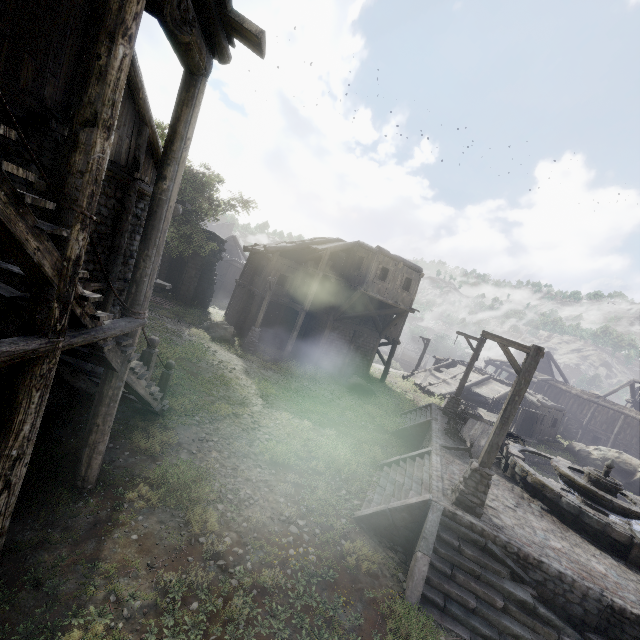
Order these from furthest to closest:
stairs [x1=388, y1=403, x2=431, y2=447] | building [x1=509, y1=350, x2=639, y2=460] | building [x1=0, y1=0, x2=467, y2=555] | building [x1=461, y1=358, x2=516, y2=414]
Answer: building [x1=461, y1=358, x2=516, y2=414], building [x1=509, y1=350, x2=639, y2=460], stairs [x1=388, y1=403, x2=431, y2=447], building [x1=0, y1=0, x2=467, y2=555]

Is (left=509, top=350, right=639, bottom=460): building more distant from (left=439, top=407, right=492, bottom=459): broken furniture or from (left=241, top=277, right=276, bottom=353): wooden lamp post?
(left=439, top=407, right=492, bottom=459): broken furniture

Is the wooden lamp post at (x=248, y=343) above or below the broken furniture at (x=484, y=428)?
below

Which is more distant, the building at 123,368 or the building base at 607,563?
the building base at 607,563

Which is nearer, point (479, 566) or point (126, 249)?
point (479, 566)

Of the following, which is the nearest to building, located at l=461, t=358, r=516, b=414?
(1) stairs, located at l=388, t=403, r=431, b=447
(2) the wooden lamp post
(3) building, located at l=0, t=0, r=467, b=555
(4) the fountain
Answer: (3) building, located at l=0, t=0, r=467, b=555

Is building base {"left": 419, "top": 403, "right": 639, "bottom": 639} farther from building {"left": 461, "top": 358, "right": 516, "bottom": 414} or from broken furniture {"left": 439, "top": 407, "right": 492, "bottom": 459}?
building {"left": 461, "top": 358, "right": 516, "bottom": 414}

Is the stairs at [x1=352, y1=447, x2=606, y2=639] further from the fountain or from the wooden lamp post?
the wooden lamp post
